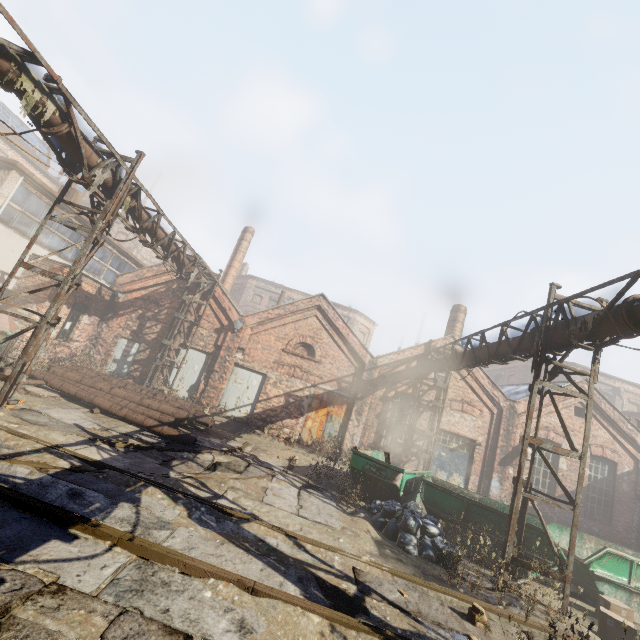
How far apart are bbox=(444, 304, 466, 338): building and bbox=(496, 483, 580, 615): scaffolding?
10.89m

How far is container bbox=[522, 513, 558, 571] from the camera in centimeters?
755cm

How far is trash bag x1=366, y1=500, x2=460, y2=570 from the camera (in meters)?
7.08

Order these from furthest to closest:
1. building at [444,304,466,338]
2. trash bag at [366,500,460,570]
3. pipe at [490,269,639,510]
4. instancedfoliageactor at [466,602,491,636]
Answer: building at [444,304,466,338], trash bag at [366,500,460,570], pipe at [490,269,639,510], instancedfoliageactor at [466,602,491,636]

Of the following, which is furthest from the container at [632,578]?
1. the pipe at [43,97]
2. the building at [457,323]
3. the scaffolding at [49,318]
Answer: the scaffolding at [49,318]

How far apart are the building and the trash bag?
10.69m

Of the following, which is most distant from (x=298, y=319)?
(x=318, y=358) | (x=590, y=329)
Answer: (x=590, y=329)

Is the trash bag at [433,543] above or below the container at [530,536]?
below
